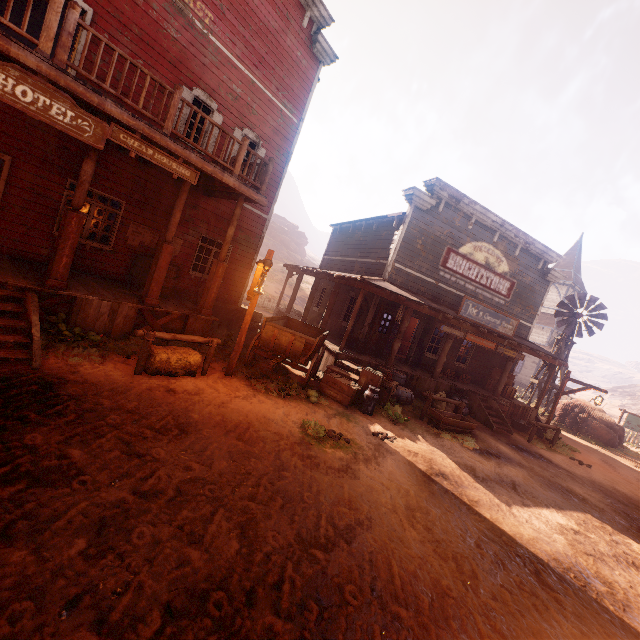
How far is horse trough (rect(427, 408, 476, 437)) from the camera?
10.0 meters

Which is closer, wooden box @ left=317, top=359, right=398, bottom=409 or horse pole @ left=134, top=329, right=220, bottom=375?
horse pole @ left=134, top=329, right=220, bottom=375

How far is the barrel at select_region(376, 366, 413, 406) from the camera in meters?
11.1 m

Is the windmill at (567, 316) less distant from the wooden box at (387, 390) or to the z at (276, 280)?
the z at (276, 280)

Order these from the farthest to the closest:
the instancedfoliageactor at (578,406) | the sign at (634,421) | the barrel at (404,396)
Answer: the sign at (634,421) → the instancedfoliageactor at (578,406) → the barrel at (404,396)

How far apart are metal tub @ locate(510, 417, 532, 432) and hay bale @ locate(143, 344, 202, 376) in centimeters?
1414cm

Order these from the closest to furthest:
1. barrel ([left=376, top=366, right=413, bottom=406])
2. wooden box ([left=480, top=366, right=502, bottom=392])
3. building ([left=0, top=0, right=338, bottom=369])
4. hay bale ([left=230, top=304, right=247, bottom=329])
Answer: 1. building ([left=0, top=0, right=338, bottom=369])
2. barrel ([left=376, top=366, right=413, bottom=406])
3. hay bale ([left=230, top=304, right=247, bottom=329])
4. wooden box ([left=480, top=366, right=502, bottom=392])

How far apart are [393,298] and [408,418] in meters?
4.4 m
